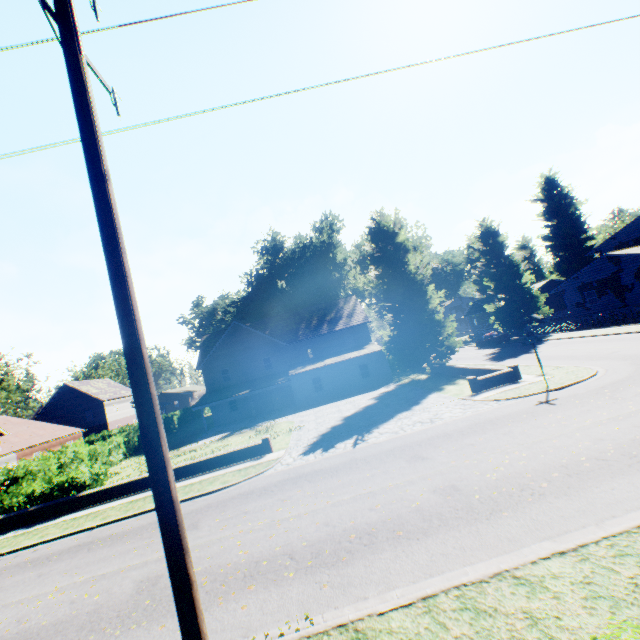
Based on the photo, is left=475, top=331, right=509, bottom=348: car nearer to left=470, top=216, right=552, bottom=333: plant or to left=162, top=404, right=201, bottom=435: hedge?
left=470, top=216, right=552, bottom=333: plant

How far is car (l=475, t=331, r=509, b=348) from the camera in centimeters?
3766cm

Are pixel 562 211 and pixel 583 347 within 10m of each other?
no

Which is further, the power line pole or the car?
the car

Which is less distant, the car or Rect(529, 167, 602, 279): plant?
the car

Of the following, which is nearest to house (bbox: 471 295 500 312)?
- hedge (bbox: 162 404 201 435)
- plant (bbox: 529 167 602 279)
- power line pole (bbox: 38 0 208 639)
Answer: plant (bbox: 529 167 602 279)

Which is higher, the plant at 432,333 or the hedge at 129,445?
the plant at 432,333

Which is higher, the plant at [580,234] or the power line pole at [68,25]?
the plant at [580,234]
